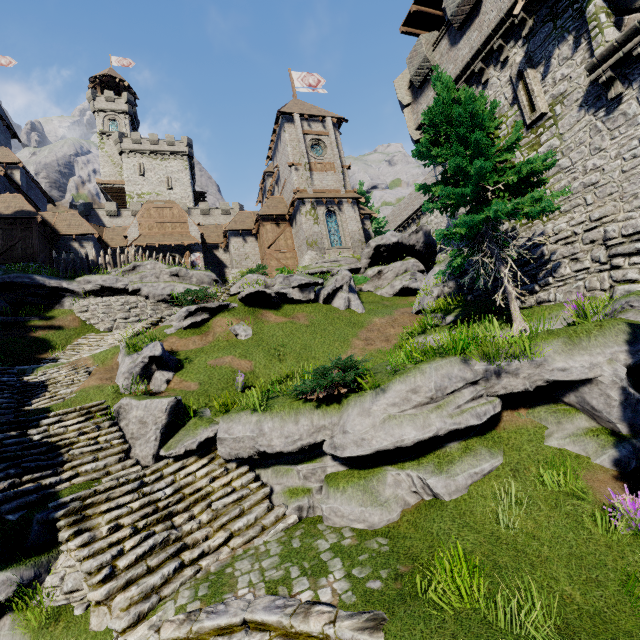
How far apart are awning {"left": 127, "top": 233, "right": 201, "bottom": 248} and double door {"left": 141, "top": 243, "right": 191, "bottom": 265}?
0.5 meters

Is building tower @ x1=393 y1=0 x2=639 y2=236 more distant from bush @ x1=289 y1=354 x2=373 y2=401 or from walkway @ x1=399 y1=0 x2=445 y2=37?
bush @ x1=289 y1=354 x2=373 y2=401

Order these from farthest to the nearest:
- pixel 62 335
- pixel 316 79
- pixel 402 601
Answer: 1. pixel 316 79
2. pixel 62 335
3. pixel 402 601

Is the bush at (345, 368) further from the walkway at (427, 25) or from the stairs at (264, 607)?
the walkway at (427, 25)

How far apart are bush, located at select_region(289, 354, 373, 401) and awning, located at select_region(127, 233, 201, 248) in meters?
25.8

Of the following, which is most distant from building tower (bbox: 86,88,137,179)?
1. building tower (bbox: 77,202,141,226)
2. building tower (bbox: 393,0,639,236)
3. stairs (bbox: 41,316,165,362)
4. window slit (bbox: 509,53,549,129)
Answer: window slit (bbox: 509,53,549,129)

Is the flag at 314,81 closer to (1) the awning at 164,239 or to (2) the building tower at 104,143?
(1) the awning at 164,239

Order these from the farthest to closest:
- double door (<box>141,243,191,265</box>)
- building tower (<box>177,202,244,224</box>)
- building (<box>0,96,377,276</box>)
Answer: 1. building tower (<box>177,202,244,224</box>)
2. double door (<box>141,243,191,265</box>)
3. building (<box>0,96,377,276</box>)
